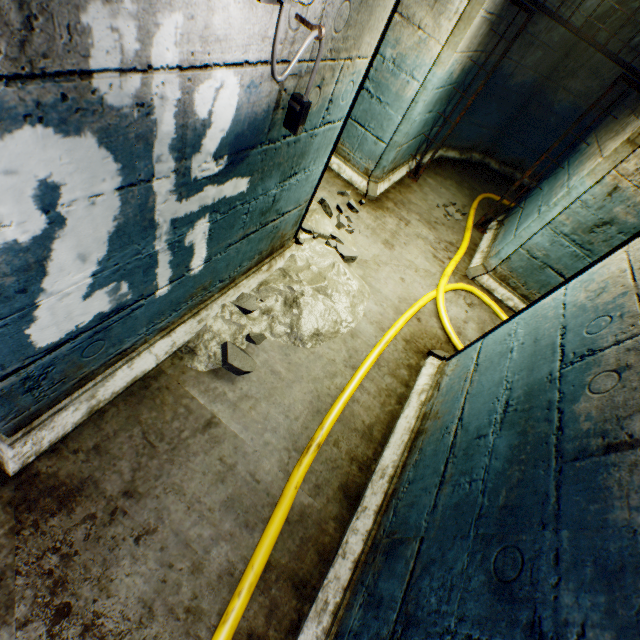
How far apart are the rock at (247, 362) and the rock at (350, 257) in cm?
137

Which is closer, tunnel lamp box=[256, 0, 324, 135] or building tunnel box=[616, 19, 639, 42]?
tunnel lamp box=[256, 0, 324, 135]

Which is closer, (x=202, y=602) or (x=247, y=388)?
(x=202, y=602)

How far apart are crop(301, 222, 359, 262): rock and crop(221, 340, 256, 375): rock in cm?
137

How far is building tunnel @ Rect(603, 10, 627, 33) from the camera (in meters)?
4.89

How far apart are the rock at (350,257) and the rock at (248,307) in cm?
93

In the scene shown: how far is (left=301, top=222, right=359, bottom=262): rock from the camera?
3.0m

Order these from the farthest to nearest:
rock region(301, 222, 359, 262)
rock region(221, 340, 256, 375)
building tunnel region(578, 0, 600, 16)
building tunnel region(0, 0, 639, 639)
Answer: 1. building tunnel region(578, 0, 600, 16)
2. rock region(301, 222, 359, 262)
3. rock region(221, 340, 256, 375)
4. building tunnel region(0, 0, 639, 639)
